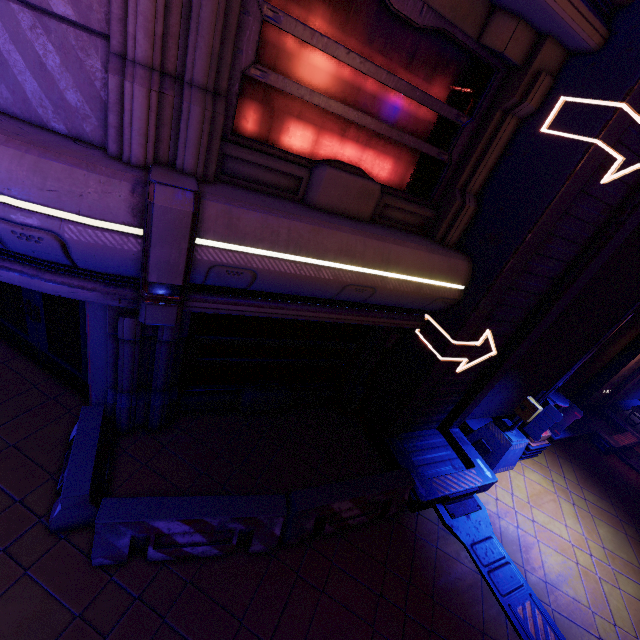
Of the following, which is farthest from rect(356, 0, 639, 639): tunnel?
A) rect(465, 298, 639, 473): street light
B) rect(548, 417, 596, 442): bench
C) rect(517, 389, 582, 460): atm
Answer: rect(548, 417, 596, 442): bench

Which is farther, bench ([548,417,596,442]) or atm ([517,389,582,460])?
bench ([548,417,596,442])

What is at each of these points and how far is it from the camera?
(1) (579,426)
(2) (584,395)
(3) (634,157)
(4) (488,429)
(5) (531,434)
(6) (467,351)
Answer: (1) bench, 10.2m
(2) tunnel, 11.3m
(3) tunnel, 4.9m
(4) street light, 8.3m
(5) atm, 8.5m
(6) tunnel, 6.7m

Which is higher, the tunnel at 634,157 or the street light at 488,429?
the tunnel at 634,157

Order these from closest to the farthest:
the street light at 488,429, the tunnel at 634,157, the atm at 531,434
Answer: the tunnel at 634,157, the street light at 488,429, the atm at 531,434

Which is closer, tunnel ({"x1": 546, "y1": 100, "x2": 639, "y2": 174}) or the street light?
tunnel ({"x1": 546, "y1": 100, "x2": 639, "y2": 174})

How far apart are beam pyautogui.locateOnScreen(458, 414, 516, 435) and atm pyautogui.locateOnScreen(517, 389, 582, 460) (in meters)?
0.23

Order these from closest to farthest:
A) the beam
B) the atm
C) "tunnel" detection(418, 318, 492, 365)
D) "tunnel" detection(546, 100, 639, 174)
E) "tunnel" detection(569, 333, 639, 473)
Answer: "tunnel" detection(546, 100, 639, 174)
"tunnel" detection(418, 318, 492, 365)
the atm
the beam
"tunnel" detection(569, 333, 639, 473)
